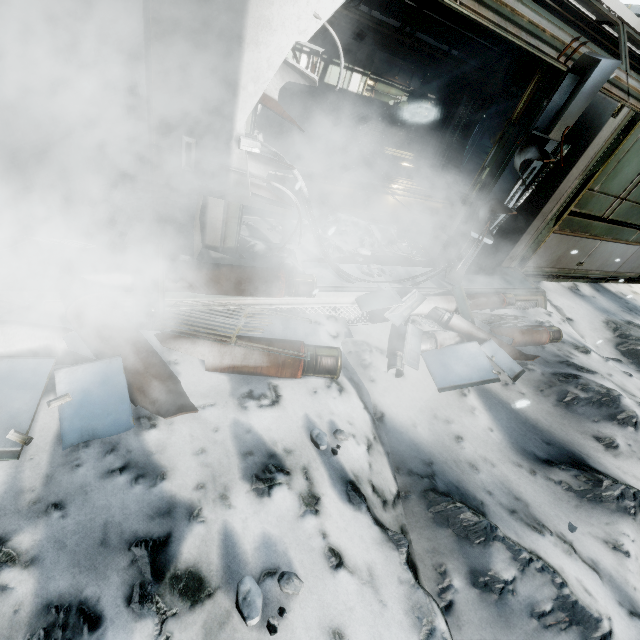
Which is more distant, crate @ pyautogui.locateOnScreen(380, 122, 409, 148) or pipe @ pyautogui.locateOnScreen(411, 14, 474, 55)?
crate @ pyautogui.locateOnScreen(380, 122, 409, 148)

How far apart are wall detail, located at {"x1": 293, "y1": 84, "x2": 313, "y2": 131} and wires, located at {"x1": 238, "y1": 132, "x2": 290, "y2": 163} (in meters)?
8.40

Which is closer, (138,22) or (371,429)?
(138,22)

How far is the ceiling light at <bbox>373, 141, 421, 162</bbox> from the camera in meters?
11.1 m

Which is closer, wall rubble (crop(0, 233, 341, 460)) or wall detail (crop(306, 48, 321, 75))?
wall rubble (crop(0, 233, 341, 460))

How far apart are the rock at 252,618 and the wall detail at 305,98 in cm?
1160

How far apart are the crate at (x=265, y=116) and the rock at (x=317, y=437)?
9.7m

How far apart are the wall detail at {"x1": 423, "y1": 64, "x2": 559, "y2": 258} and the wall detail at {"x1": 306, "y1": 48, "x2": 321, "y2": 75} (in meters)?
7.19
